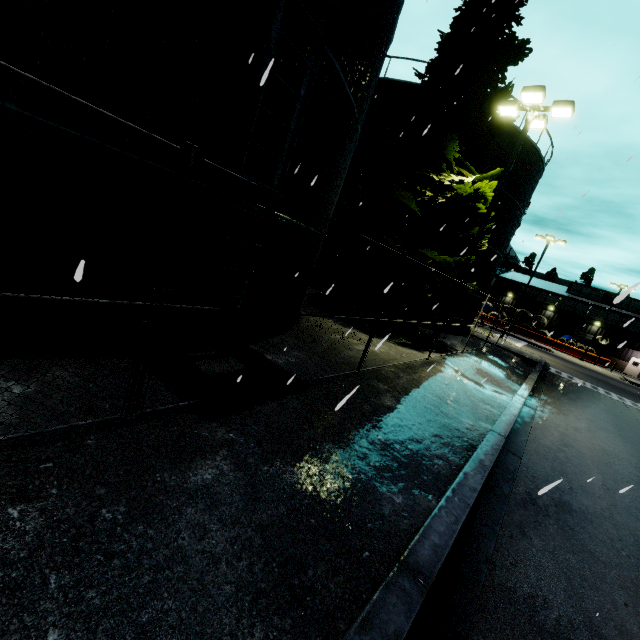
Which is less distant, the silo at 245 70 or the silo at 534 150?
the silo at 245 70

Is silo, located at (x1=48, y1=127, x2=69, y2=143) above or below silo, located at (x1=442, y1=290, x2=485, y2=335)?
above

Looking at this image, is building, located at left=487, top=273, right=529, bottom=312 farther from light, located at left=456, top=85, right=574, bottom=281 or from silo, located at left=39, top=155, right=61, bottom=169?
light, located at left=456, top=85, right=574, bottom=281

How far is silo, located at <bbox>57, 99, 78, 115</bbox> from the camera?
3.7 meters

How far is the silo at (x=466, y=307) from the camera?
20.8m

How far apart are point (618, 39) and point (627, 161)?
10.45m

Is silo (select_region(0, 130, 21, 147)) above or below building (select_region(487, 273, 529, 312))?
below
